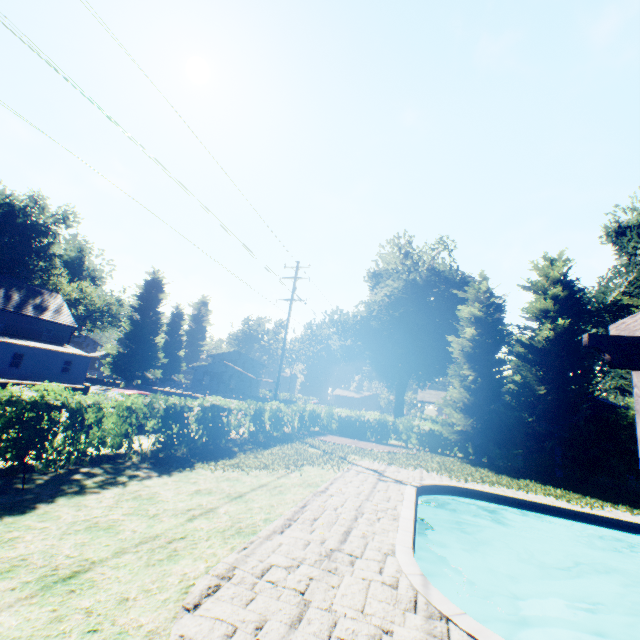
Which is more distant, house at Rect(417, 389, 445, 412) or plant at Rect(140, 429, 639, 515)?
house at Rect(417, 389, 445, 412)

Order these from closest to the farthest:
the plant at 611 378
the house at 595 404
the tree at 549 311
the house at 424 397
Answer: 1. the tree at 549 311
2. the house at 595 404
3. the plant at 611 378
4. the house at 424 397

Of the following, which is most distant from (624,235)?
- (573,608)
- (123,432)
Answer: (123,432)

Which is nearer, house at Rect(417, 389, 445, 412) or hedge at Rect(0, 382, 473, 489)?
hedge at Rect(0, 382, 473, 489)

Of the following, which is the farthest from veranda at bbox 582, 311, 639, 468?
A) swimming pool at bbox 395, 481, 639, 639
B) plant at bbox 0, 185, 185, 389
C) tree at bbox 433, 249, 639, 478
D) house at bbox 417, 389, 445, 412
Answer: house at bbox 417, 389, 445, 412

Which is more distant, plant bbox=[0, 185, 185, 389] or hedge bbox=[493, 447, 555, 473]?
plant bbox=[0, 185, 185, 389]

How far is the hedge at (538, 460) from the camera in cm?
2023

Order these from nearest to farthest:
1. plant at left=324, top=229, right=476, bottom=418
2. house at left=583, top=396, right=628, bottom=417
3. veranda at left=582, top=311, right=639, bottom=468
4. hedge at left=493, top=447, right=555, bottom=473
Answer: veranda at left=582, top=311, right=639, bottom=468
hedge at left=493, top=447, right=555, bottom=473
house at left=583, top=396, right=628, bottom=417
plant at left=324, top=229, right=476, bottom=418
